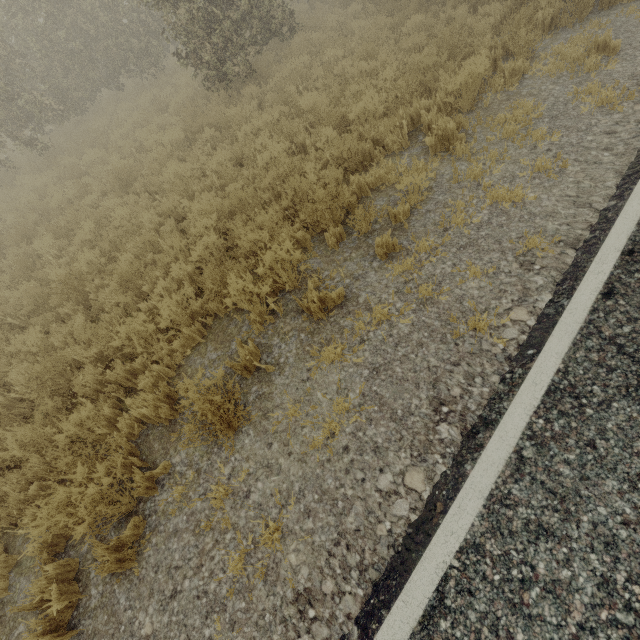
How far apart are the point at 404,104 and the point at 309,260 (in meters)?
4.33

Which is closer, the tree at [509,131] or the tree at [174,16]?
the tree at [509,131]

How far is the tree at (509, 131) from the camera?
4.9 meters

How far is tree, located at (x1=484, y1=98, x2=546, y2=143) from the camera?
4.9m

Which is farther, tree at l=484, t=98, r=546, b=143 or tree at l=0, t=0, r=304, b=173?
tree at l=0, t=0, r=304, b=173

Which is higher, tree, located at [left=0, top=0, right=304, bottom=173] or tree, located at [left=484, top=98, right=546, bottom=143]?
tree, located at [left=0, top=0, right=304, bottom=173]
